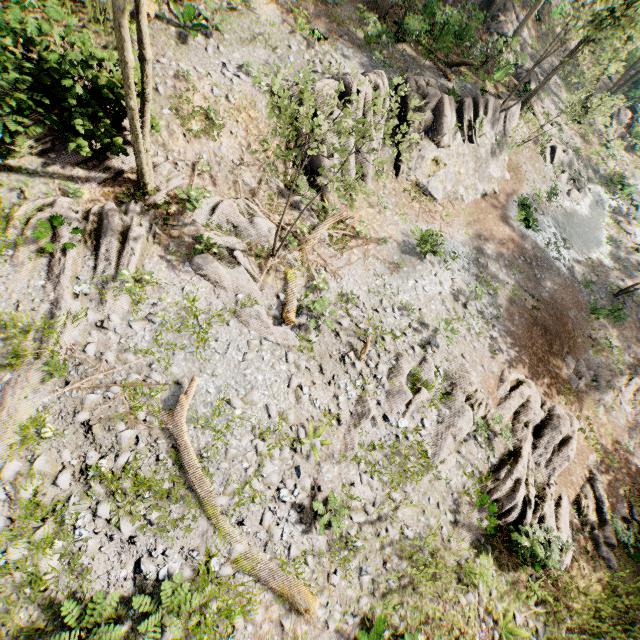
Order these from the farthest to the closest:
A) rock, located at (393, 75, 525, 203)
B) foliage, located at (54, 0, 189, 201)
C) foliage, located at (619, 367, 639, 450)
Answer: rock, located at (393, 75, 525, 203) < foliage, located at (619, 367, 639, 450) < foliage, located at (54, 0, 189, 201)

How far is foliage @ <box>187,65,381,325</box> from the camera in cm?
760

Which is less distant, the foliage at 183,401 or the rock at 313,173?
the foliage at 183,401

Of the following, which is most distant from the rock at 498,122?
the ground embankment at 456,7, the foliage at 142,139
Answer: the ground embankment at 456,7

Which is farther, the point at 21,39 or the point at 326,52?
the point at 326,52

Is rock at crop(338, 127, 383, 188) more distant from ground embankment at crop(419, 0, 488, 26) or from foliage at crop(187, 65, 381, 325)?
ground embankment at crop(419, 0, 488, 26)

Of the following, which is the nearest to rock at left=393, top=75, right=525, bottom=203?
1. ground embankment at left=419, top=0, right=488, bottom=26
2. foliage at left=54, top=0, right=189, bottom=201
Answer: foliage at left=54, top=0, right=189, bottom=201
